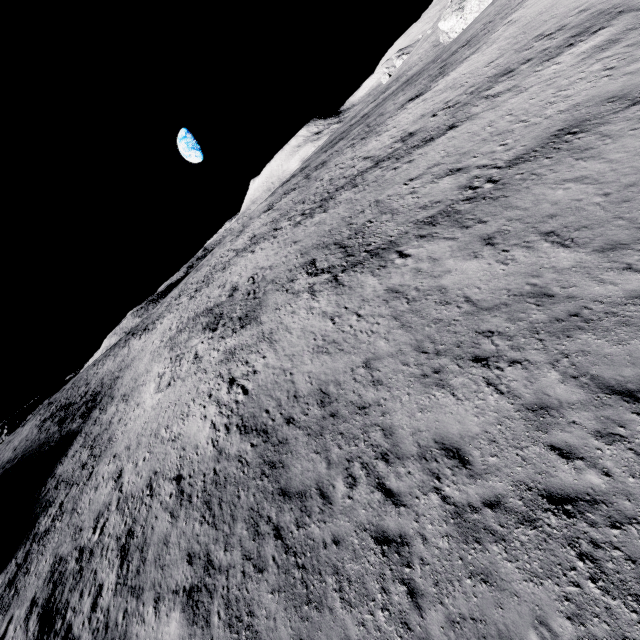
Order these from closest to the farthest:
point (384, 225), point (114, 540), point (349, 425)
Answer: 1. point (349, 425)
2. point (114, 540)
3. point (384, 225)
